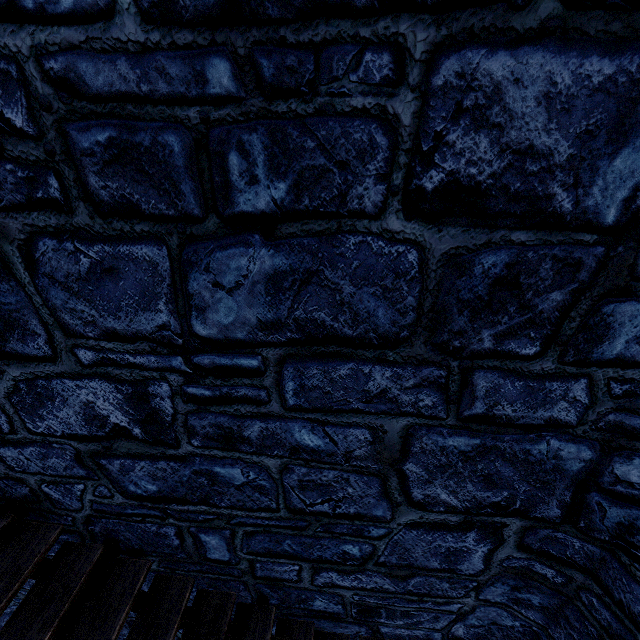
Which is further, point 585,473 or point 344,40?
point 585,473
